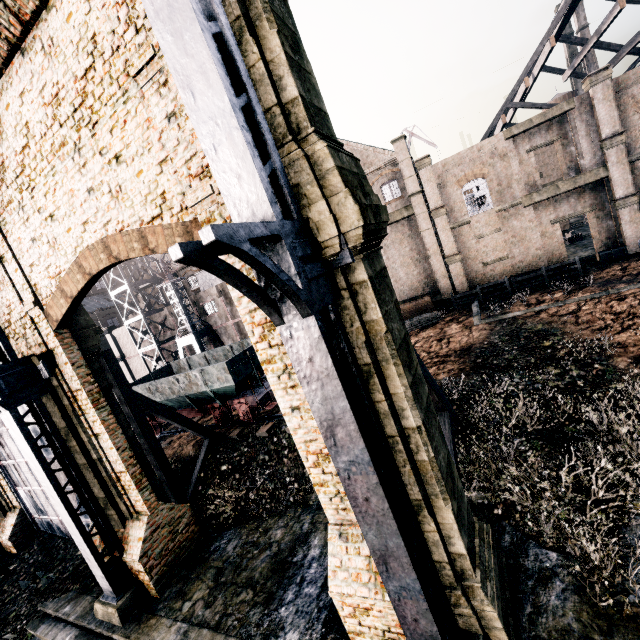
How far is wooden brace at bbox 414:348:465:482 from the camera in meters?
10.0 m

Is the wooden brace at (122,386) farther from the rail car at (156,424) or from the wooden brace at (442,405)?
the wooden brace at (442,405)

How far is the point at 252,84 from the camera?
5.1m

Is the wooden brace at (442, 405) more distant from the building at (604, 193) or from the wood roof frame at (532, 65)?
the building at (604, 193)

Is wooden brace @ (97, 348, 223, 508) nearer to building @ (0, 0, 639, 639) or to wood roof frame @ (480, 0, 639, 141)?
wood roof frame @ (480, 0, 639, 141)

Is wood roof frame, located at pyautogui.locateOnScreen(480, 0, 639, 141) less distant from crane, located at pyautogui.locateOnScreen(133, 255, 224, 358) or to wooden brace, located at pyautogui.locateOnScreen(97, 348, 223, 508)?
crane, located at pyautogui.locateOnScreen(133, 255, 224, 358)

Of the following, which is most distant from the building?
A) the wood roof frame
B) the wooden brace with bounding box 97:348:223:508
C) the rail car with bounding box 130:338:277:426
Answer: the wooden brace with bounding box 97:348:223:508

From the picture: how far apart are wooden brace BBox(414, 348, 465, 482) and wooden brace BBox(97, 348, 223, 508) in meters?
11.7 m
